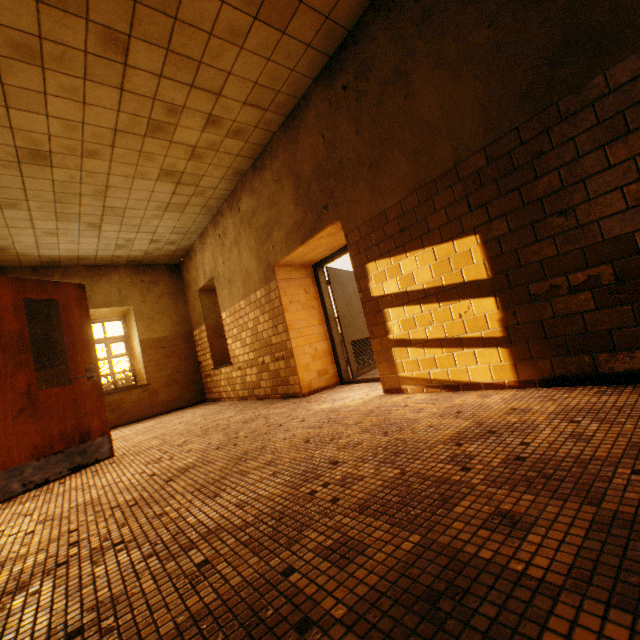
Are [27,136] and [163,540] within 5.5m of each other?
yes

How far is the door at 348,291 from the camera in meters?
5.6

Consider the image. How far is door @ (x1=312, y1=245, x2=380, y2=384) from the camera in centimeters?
564cm

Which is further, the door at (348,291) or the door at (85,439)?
the door at (348,291)

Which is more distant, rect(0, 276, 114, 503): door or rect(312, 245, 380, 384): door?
rect(312, 245, 380, 384): door
